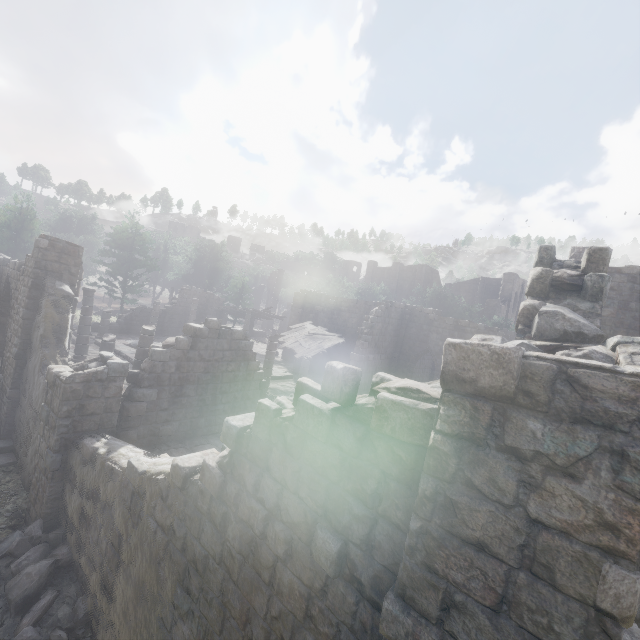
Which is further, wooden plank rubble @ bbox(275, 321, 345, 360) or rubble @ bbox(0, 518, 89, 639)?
wooden plank rubble @ bbox(275, 321, 345, 360)

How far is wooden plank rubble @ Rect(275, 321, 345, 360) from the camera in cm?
2142

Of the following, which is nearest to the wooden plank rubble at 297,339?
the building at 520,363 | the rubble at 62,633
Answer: the building at 520,363

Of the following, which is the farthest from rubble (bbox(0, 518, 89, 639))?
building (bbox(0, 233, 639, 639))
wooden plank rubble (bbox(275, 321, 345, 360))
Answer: wooden plank rubble (bbox(275, 321, 345, 360))

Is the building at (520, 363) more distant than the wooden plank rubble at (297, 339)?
No

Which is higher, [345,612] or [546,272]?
[546,272]

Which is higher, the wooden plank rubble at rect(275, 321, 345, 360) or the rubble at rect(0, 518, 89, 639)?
the wooden plank rubble at rect(275, 321, 345, 360)
